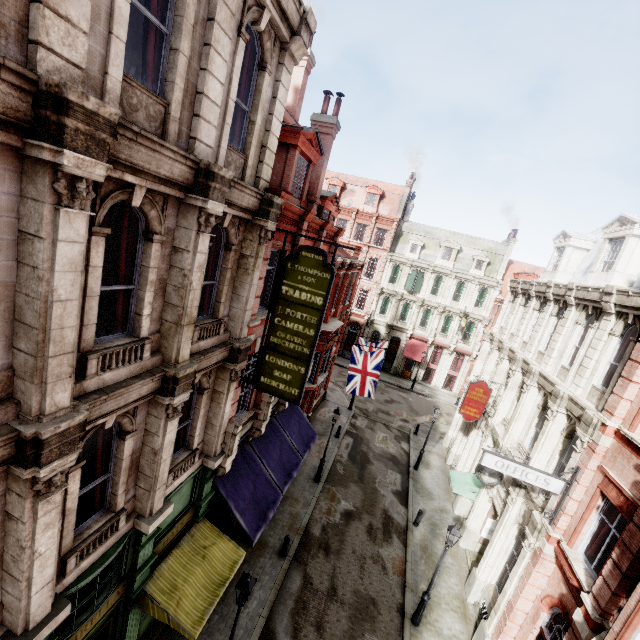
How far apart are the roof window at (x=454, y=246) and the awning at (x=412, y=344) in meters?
9.1 m

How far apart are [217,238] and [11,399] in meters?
5.0

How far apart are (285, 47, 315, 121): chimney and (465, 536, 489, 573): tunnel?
22.89m

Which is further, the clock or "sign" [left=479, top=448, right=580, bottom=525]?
the clock

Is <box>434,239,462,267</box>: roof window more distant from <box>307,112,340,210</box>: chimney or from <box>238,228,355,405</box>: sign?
<box>238,228,355,405</box>: sign

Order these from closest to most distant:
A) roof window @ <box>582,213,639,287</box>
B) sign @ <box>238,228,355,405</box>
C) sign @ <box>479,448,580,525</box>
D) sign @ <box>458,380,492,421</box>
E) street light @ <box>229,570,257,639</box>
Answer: street light @ <box>229,570,257,639</box> < sign @ <box>238,228,355,405</box> < sign @ <box>479,448,580,525</box> < roof window @ <box>582,213,639,287</box> < sign @ <box>458,380,492,421</box>

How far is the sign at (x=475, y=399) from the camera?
17.73m

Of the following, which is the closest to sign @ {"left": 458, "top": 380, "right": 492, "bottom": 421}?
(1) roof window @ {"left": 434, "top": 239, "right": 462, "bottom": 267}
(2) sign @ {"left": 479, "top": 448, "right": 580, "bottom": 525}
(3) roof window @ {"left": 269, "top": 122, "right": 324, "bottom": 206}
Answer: (2) sign @ {"left": 479, "top": 448, "right": 580, "bottom": 525}
